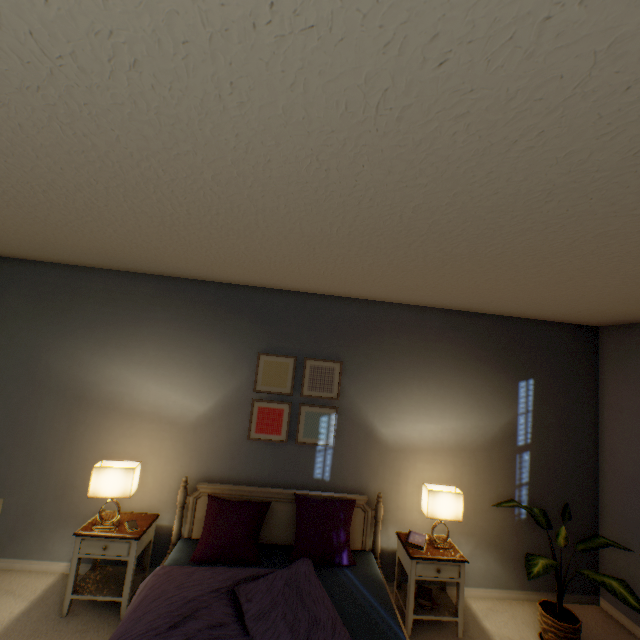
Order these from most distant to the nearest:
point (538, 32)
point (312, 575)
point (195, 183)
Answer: point (312, 575)
point (195, 183)
point (538, 32)

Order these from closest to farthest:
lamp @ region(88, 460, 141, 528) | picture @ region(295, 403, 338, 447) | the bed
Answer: the bed → lamp @ region(88, 460, 141, 528) → picture @ region(295, 403, 338, 447)

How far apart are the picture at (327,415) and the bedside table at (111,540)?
0.93m

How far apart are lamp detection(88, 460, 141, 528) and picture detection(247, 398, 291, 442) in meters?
0.8

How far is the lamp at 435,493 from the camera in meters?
2.5 m

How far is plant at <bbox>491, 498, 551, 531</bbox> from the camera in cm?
250

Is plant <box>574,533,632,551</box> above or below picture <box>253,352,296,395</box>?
below

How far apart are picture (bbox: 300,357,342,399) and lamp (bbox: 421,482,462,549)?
0.87m
